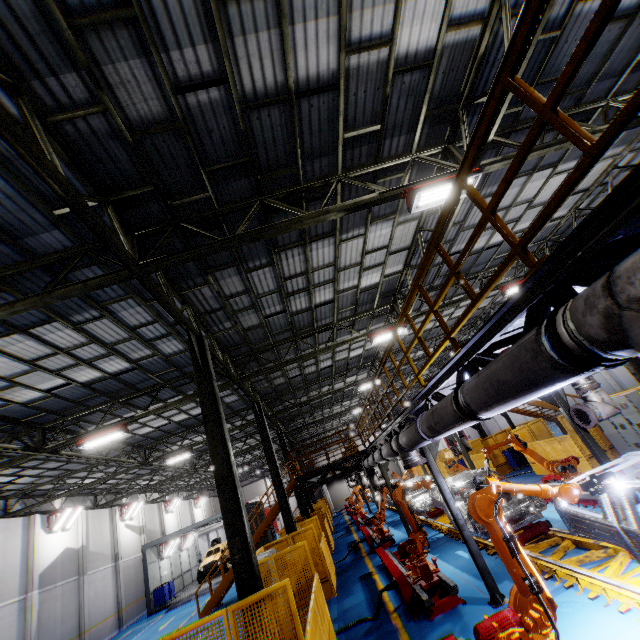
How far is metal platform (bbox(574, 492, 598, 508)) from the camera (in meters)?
9.22

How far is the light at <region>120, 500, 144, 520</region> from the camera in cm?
2712

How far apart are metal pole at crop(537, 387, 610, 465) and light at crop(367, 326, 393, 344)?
5.53m

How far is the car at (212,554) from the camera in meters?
26.6

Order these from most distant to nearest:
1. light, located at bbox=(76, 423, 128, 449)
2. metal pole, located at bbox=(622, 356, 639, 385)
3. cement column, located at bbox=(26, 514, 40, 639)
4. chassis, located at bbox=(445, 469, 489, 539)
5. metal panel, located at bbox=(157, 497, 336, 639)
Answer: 1. cement column, located at bbox=(26, 514, 40, 639)
2. metal pole, located at bbox=(622, 356, 639, 385)
3. light, located at bbox=(76, 423, 128, 449)
4. chassis, located at bbox=(445, 469, 489, 539)
5. metal panel, located at bbox=(157, 497, 336, 639)

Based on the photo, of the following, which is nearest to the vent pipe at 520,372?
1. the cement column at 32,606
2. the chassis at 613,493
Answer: the chassis at 613,493

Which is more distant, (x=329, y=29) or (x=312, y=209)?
(x=312, y=209)

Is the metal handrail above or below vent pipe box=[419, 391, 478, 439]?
above
